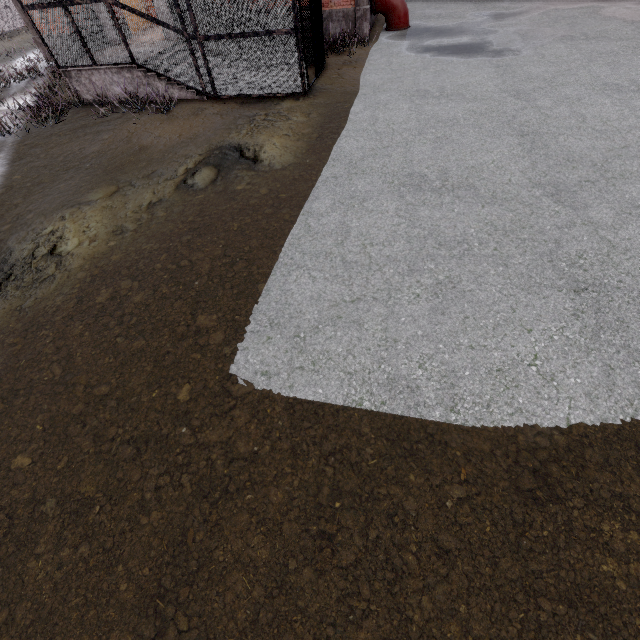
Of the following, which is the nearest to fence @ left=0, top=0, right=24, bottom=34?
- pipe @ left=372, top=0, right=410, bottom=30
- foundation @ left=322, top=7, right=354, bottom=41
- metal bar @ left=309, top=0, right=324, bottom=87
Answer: foundation @ left=322, top=7, right=354, bottom=41

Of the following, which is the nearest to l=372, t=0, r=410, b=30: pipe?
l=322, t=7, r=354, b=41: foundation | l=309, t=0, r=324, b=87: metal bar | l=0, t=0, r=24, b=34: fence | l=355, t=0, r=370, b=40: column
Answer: l=355, t=0, r=370, b=40: column

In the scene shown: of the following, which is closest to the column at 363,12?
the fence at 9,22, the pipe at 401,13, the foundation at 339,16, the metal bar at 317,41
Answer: the foundation at 339,16

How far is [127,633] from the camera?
2.75m

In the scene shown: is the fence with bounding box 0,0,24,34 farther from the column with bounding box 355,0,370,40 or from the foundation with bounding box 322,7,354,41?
the column with bounding box 355,0,370,40

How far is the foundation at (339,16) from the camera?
12.66m

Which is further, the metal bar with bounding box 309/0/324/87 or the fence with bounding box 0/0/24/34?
the fence with bounding box 0/0/24/34

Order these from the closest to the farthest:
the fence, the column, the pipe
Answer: the column
the pipe
the fence
